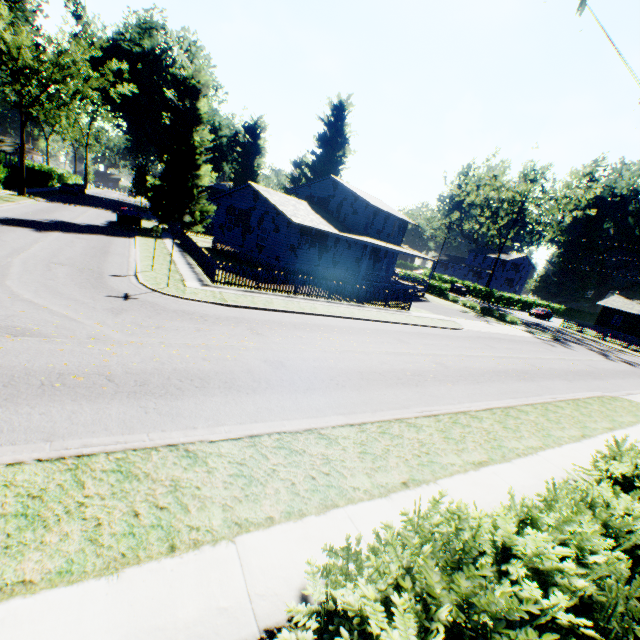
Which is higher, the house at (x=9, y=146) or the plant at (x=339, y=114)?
the plant at (x=339, y=114)

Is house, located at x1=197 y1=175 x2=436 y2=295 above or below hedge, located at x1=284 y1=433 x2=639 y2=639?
above

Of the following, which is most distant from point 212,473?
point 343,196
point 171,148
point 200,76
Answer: point 200,76

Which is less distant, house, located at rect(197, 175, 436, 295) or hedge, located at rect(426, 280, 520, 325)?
house, located at rect(197, 175, 436, 295)

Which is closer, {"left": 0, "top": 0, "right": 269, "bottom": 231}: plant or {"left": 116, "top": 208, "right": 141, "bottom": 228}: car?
{"left": 0, "top": 0, "right": 269, "bottom": 231}: plant

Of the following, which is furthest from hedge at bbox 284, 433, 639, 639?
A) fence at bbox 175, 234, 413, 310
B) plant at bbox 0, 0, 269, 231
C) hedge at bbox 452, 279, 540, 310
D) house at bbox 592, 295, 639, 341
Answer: house at bbox 592, 295, 639, 341

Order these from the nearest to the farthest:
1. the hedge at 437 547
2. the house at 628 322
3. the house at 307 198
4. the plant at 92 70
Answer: the hedge at 437 547, the house at 307 198, the plant at 92 70, the house at 628 322

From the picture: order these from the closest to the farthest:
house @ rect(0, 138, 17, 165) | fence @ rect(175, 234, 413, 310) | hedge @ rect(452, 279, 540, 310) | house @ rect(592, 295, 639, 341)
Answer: fence @ rect(175, 234, 413, 310), house @ rect(592, 295, 639, 341), hedge @ rect(452, 279, 540, 310), house @ rect(0, 138, 17, 165)
